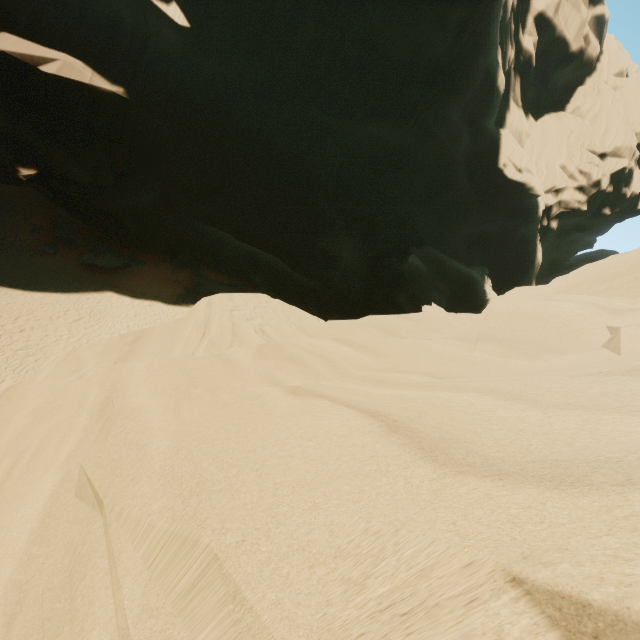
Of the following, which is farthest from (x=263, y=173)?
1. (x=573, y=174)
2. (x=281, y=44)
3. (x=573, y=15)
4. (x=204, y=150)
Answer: (x=573, y=15)
